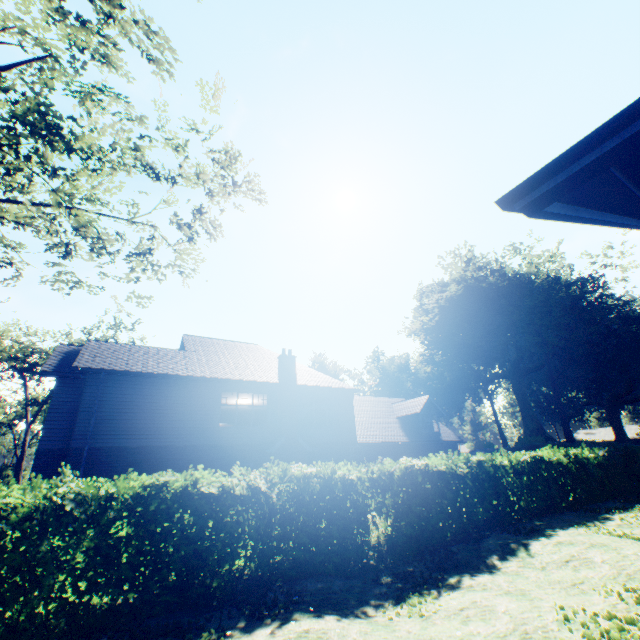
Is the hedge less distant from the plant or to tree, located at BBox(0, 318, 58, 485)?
tree, located at BBox(0, 318, 58, 485)

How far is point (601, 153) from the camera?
2.11m

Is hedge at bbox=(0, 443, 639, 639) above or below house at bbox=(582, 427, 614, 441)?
below

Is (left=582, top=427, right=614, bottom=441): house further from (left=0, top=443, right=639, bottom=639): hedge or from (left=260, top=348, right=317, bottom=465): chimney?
(left=260, top=348, right=317, bottom=465): chimney

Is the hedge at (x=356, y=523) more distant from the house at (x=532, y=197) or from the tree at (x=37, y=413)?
the house at (x=532, y=197)

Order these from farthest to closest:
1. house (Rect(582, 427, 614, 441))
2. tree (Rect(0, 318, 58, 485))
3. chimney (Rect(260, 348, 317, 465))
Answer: house (Rect(582, 427, 614, 441)) < tree (Rect(0, 318, 58, 485)) < chimney (Rect(260, 348, 317, 465))

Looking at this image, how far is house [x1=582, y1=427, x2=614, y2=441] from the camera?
55.7 meters

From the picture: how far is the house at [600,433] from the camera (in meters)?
55.69
